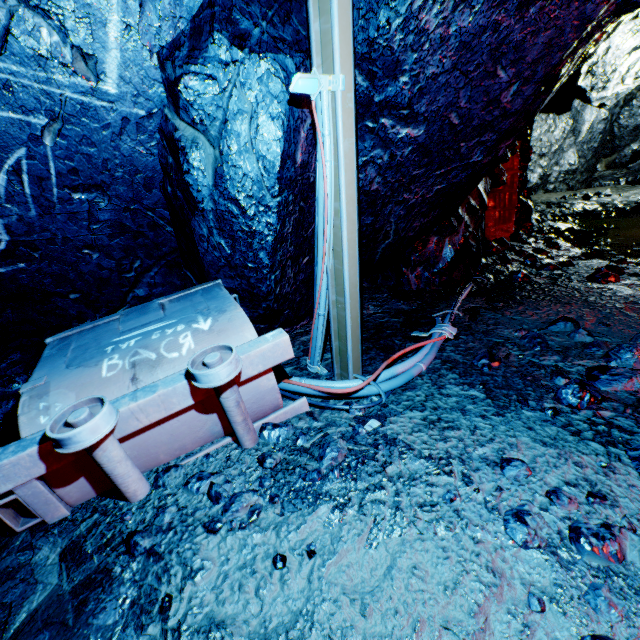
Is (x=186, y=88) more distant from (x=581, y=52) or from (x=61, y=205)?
(x=581, y=52)

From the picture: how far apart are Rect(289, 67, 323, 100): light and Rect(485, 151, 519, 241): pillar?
5.1m

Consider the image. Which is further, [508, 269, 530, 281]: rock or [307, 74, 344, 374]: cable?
[508, 269, 530, 281]: rock

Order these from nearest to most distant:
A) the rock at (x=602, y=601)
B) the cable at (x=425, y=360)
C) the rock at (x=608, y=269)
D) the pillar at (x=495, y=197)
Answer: the rock at (x=602, y=601) < the cable at (x=425, y=360) < the rock at (x=608, y=269) < the pillar at (x=495, y=197)

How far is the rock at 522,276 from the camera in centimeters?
424cm

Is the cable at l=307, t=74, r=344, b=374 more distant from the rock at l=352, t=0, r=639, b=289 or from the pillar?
the pillar

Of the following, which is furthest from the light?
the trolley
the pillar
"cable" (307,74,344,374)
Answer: the pillar
